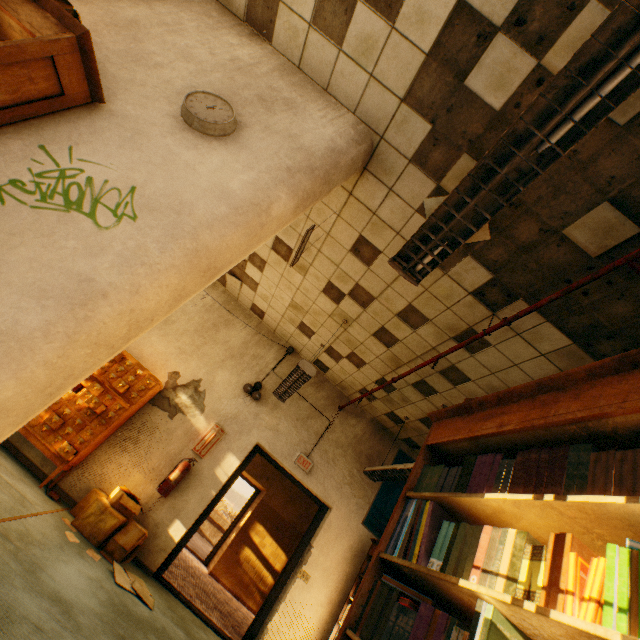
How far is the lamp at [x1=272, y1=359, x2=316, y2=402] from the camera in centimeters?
412cm

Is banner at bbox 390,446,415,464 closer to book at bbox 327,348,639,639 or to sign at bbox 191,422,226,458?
sign at bbox 191,422,226,458

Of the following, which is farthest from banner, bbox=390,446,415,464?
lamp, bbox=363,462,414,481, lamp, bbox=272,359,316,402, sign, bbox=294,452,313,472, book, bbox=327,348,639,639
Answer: book, bbox=327,348,639,639

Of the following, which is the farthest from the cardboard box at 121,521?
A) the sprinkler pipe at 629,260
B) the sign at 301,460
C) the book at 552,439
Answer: the sprinkler pipe at 629,260

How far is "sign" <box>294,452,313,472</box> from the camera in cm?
559

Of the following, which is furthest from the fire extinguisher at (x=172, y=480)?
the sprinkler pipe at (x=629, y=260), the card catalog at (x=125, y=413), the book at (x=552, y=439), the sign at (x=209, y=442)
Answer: the book at (x=552, y=439)

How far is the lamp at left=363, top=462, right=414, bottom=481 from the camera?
4.4 meters

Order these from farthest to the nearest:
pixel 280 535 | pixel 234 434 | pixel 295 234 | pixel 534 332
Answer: pixel 280 535 < pixel 234 434 < pixel 295 234 < pixel 534 332
